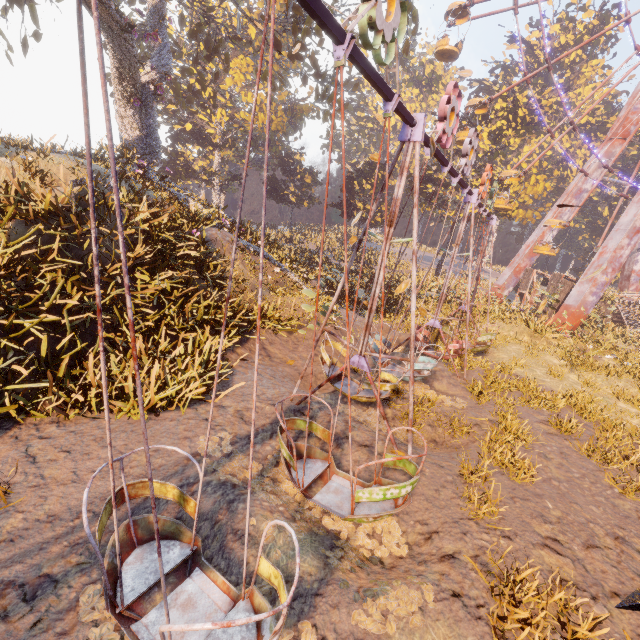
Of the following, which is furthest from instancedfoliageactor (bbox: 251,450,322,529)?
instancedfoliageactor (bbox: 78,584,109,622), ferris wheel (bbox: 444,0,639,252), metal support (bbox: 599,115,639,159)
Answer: ferris wheel (bbox: 444,0,639,252)

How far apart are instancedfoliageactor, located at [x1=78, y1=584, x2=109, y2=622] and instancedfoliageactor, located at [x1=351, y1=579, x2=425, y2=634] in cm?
89

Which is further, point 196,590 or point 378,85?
point 378,85

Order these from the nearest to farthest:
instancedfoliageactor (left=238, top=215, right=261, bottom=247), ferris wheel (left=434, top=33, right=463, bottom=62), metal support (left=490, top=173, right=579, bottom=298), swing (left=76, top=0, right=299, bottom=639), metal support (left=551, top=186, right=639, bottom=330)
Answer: swing (left=76, top=0, right=299, bottom=639) < instancedfoliageactor (left=238, top=215, right=261, bottom=247) < ferris wheel (left=434, top=33, right=463, bottom=62) < metal support (left=551, top=186, right=639, bottom=330) < metal support (left=490, top=173, right=579, bottom=298)

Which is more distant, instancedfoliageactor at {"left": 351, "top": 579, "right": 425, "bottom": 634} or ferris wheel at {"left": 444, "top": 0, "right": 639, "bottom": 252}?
ferris wheel at {"left": 444, "top": 0, "right": 639, "bottom": 252}

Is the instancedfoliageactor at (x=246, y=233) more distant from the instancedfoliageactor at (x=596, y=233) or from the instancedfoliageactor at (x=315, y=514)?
the instancedfoliageactor at (x=315, y=514)

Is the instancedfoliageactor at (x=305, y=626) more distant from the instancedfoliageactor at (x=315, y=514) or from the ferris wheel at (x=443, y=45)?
the ferris wheel at (x=443, y=45)
